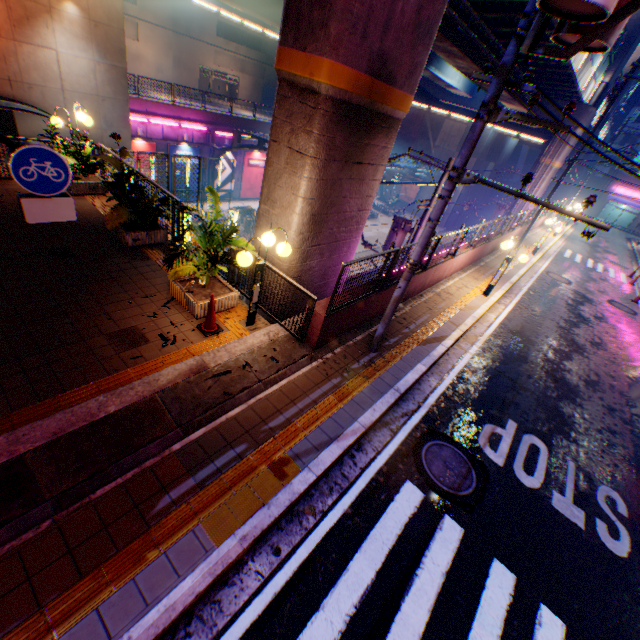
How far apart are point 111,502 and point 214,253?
4.3 meters

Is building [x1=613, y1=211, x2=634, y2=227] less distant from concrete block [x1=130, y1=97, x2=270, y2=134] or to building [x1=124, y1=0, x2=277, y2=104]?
concrete block [x1=130, y1=97, x2=270, y2=134]

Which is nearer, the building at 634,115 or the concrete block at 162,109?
the concrete block at 162,109

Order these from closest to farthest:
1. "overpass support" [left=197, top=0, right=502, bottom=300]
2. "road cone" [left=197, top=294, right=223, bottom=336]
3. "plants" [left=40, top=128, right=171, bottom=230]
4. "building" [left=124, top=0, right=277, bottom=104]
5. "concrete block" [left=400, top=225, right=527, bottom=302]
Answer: "overpass support" [left=197, top=0, right=502, bottom=300] → "road cone" [left=197, top=294, right=223, bottom=336] → "plants" [left=40, top=128, right=171, bottom=230] → "concrete block" [left=400, top=225, right=527, bottom=302] → "building" [left=124, top=0, right=277, bottom=104]

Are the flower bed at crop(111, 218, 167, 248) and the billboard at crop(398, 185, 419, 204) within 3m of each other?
no

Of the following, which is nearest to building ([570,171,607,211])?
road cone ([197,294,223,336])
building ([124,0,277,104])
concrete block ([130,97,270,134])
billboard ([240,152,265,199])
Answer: concrete block ([130,97,270,134])

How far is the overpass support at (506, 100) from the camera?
A: 22.48m

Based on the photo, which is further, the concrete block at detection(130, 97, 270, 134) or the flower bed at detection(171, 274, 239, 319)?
the concrete block at detection(130, 97, 270, 134)
